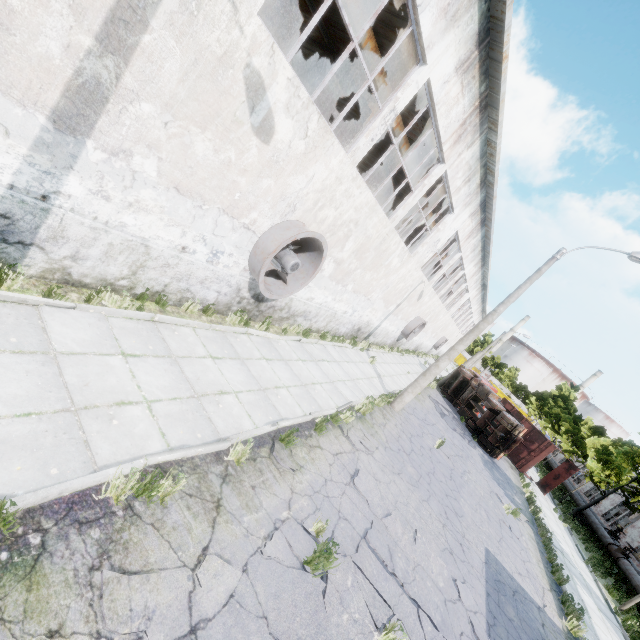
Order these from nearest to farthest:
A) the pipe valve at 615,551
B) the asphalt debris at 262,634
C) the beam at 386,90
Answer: the asphalt debris at 262,634 → the beam at 386,90 → the pipe valve at 615,551

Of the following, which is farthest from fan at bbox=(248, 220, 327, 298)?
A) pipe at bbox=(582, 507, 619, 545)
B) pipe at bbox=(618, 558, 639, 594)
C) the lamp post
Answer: pipe at bbox=(582, 507, 619, 545)

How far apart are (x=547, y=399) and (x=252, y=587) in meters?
55.8 m

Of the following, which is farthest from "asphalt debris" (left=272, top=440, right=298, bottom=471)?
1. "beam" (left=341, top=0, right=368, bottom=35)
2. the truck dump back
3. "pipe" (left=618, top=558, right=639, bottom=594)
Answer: the truck dump back

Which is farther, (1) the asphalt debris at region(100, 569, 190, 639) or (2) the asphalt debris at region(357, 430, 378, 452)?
(2) the asphalt debris at region(357, 430, 378, 452)

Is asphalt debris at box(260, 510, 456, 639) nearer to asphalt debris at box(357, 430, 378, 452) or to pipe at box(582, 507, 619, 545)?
asphalt debris at box(357, 430, 378, 452)

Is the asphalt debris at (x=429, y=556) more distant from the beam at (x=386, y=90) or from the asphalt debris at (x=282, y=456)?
the beam at (x=386, y=90)

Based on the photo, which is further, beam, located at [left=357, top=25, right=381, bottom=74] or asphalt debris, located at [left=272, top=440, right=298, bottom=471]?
beam, located at [left=357, top=25, right=381, bottom=74]
